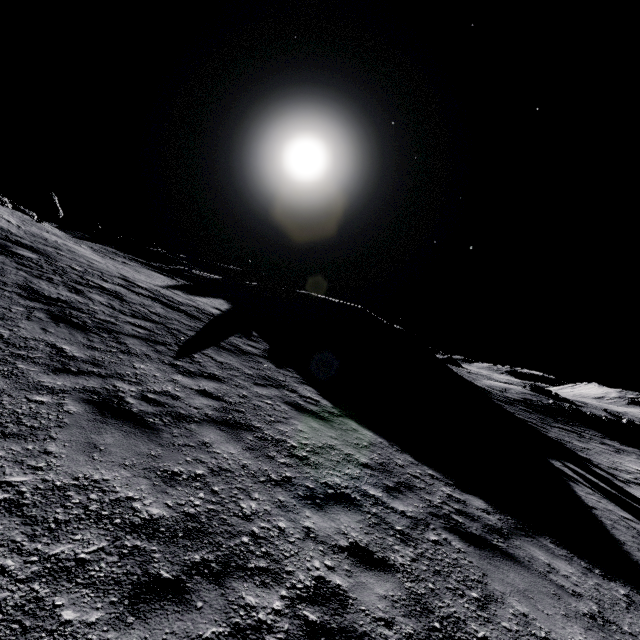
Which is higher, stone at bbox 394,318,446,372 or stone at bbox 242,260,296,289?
stone at bbox 242,260,296,289

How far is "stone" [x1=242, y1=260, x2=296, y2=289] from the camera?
35.6 meters

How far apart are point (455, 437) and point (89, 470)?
10.5 meters

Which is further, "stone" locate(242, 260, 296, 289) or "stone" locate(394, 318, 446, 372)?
"stone" locate(242, 260, 296, 289)

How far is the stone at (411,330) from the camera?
29.5m

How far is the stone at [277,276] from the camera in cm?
3556

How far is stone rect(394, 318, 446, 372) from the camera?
29.5m
